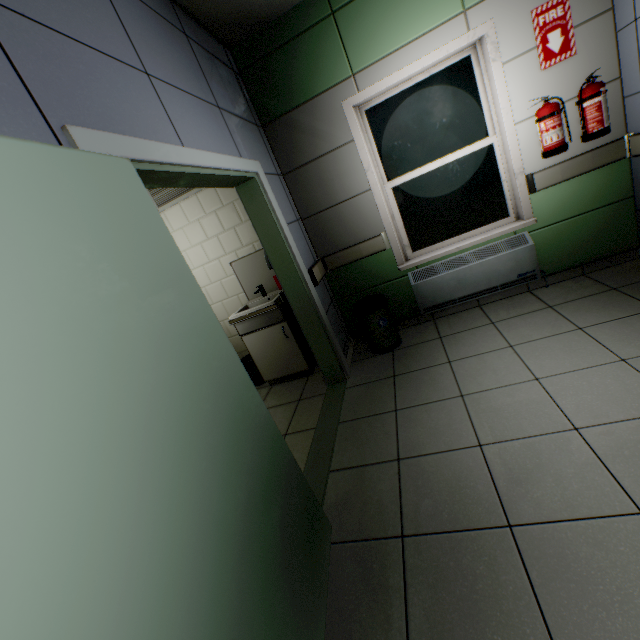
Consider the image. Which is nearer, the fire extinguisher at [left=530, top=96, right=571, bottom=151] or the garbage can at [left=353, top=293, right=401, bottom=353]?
the fire extinguisher at [left=530, top=96, right=571, bottom=151]

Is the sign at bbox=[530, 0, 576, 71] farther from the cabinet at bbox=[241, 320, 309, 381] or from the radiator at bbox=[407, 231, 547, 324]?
the cabinet at bbox=[241, 320, 309, 381]

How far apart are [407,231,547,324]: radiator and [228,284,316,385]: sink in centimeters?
134cm

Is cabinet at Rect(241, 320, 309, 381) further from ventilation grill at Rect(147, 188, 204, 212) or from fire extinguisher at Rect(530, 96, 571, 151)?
fire extinguisher at Rect(530, 96, 571, 151)

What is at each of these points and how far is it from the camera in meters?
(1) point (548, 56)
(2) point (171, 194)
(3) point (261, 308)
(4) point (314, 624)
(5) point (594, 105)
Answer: (1) sign, 2.7
(2) ventilation grill, 3.7
(3) sink, 3.4
(4) door, 1.3
(5) fire extinguisher, 2.6

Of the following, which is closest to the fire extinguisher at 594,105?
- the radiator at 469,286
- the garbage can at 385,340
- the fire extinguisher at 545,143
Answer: the fire extinguisher at 545,143

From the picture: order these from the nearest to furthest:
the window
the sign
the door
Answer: the door
the sign
the window

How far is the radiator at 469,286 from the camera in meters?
3.2 m
